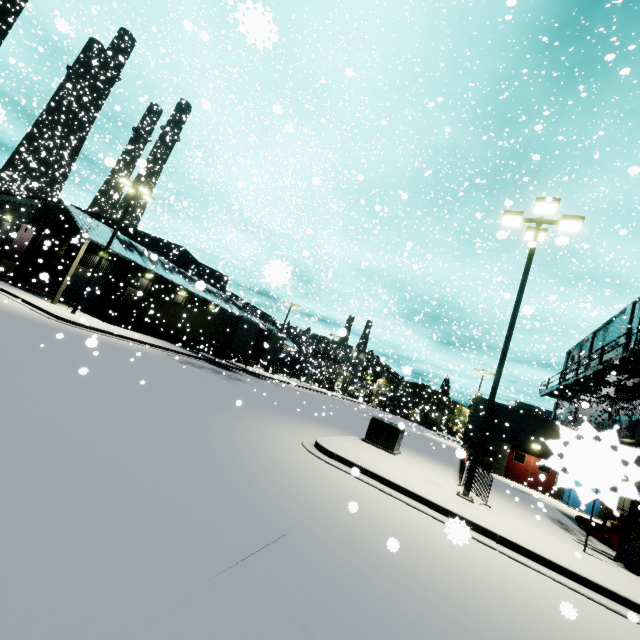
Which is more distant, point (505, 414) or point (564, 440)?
point (505, 414)

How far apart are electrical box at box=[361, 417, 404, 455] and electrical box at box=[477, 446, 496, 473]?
12.4 meters

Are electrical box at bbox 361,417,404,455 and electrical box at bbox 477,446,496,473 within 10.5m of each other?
no

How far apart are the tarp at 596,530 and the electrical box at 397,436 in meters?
7.5

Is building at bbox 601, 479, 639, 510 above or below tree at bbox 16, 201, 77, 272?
below

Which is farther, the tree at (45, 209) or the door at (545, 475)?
the tree at (45, 209)

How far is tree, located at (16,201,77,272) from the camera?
25.84m
